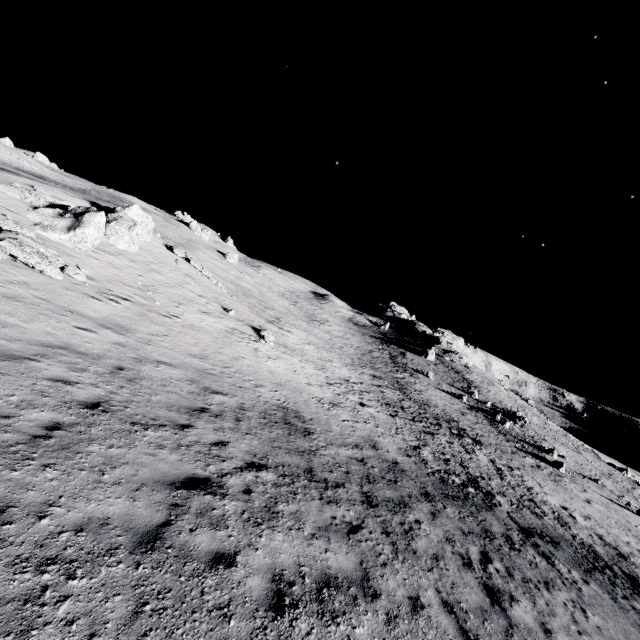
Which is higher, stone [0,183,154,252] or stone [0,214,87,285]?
stone [0,183,154,252]

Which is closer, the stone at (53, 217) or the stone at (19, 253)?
the stone at (19, 253)

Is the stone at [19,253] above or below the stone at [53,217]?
below

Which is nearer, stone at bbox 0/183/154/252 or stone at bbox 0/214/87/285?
stone at bbox 0/214/87/285

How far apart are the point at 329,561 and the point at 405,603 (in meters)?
1.66
